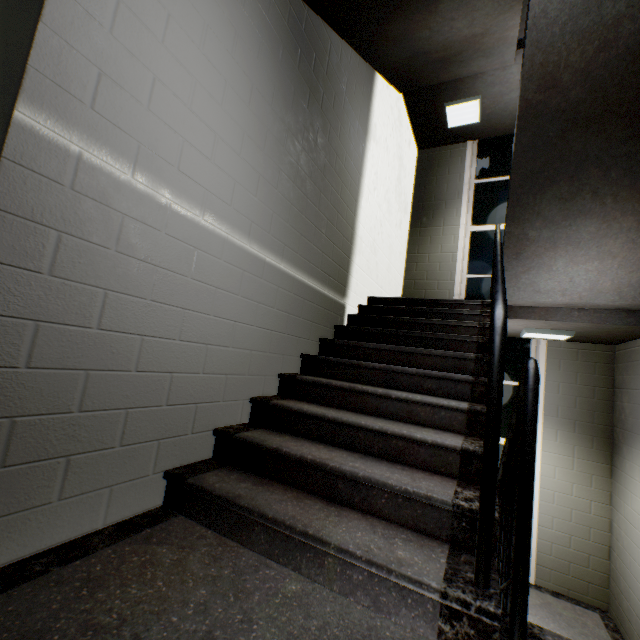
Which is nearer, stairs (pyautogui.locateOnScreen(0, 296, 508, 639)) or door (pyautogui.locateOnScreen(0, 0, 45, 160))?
door (pyautogui.locateOnScreen(0, 0, 45, 160))

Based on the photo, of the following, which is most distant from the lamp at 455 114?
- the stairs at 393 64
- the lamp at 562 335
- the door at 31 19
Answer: the door at 31 19

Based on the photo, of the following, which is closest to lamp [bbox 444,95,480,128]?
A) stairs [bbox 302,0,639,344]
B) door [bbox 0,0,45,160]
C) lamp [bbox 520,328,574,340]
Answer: stairs [bbox 302,0,639,344]

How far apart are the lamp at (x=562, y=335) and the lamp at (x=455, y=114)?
3.5 meters

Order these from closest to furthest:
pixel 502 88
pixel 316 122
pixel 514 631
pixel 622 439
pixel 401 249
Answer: pixel 514 631
pixel 316 122
pixel 622 439
pixel 502 88
pixel 401 249

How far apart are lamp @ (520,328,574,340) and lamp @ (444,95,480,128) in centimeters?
353cm

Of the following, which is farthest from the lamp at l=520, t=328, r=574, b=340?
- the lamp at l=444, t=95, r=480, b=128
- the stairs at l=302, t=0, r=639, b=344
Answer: the lamp at l=444, t=95, r=480, b=128

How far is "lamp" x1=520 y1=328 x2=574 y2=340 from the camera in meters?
3.9 m
